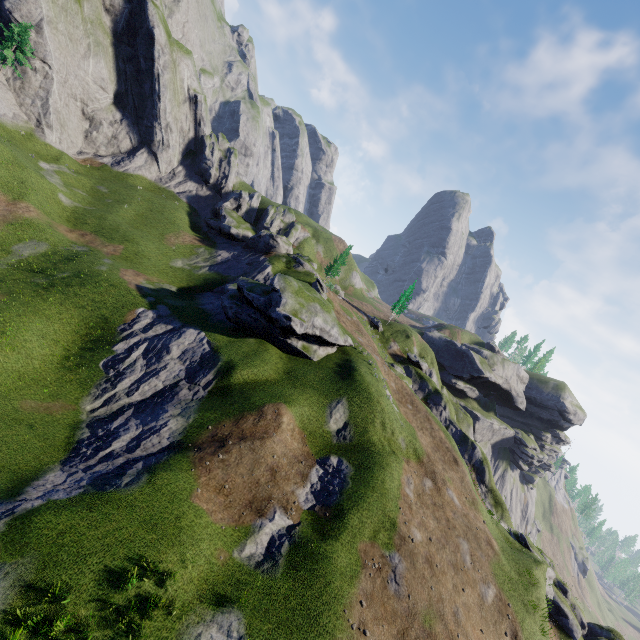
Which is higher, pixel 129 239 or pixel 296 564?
pixel 129 239
